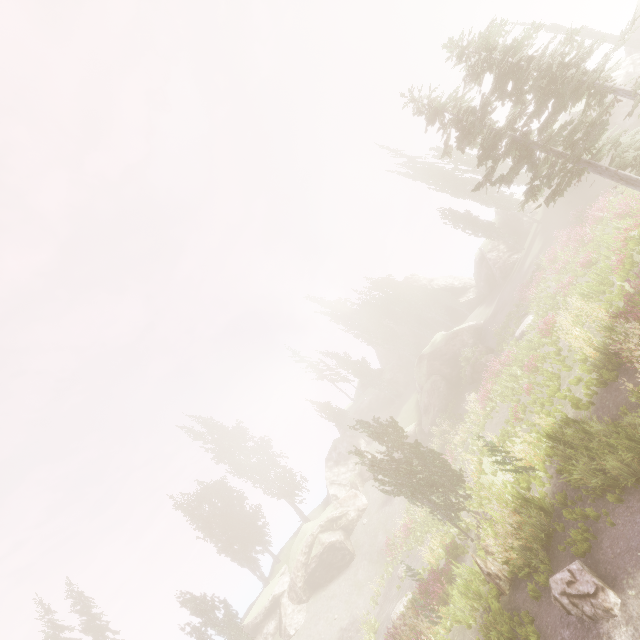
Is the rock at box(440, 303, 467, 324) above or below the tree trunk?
above

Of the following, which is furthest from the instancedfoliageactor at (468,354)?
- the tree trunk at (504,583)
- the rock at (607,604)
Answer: the tree trunk at (504,583)

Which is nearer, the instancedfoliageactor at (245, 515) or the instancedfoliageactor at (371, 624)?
the instancedfoliageactor at (371, 624)

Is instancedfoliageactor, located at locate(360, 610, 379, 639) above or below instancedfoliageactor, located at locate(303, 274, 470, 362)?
below

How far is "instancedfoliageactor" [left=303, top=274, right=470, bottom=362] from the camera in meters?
49.4

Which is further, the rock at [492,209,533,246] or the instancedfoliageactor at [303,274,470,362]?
the instancedfoliageactor at [303,274,470,362]

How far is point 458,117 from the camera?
13.28m

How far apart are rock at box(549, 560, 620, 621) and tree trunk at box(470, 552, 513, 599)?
2.64m
